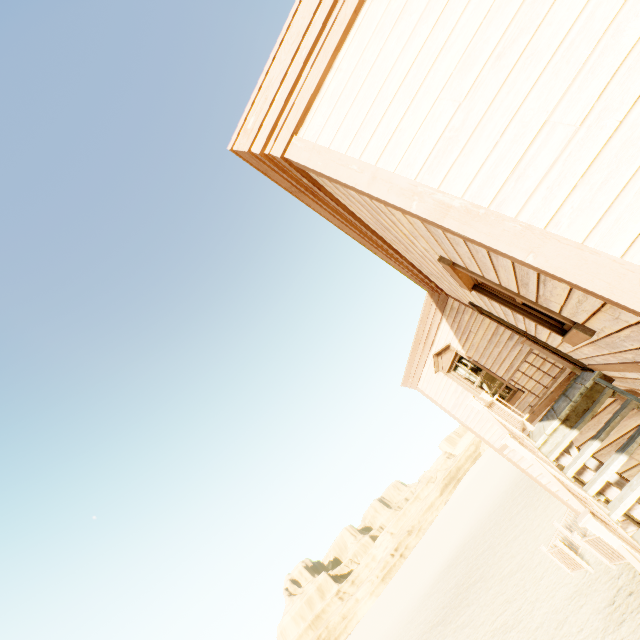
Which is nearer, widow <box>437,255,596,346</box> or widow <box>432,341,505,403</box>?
widow <box>437,255,596,346</box>

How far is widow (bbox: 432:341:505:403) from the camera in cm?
841

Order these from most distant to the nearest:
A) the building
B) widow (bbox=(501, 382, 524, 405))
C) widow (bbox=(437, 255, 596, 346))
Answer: widow (bbox=(501, 382, 524, 405)) → widow (bbox=(437, 255, 596, 346)) → the building

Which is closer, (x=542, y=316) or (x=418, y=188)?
(x=418, y=188)

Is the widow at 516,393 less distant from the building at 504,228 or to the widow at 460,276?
the building at 504,228

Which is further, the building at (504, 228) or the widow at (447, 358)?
the widow at (447, 358)

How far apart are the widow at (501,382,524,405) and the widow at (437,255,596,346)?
4.88m
